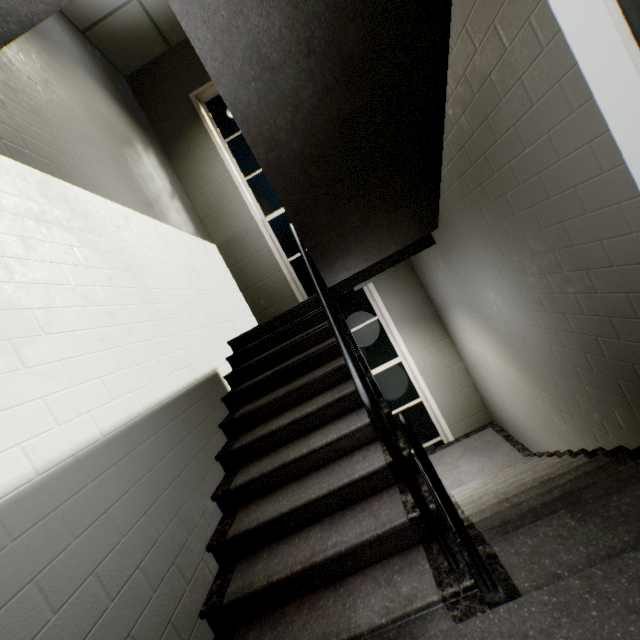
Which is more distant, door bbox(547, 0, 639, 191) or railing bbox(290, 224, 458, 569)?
railing bbox(290, 224, 458, 569)

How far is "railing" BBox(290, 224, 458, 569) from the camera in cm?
150

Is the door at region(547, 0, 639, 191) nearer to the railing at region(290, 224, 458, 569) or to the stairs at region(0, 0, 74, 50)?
the stairs at region(0, 0, 74, 50)

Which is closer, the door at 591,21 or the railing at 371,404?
the door at 591,21

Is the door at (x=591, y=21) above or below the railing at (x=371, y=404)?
above

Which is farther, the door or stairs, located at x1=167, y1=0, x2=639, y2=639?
stairs, located at x1=167, y1=0, x2=639, y2=639

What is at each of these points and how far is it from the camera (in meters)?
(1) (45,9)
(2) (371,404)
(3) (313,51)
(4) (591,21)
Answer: (1) stairs, 1.45
(2) railing, 1.50
(3) stairs, 1.88
(4) door, 0.72

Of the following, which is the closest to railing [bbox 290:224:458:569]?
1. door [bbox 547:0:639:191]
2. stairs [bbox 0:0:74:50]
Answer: stairs [bbox 0:0:74:50]
